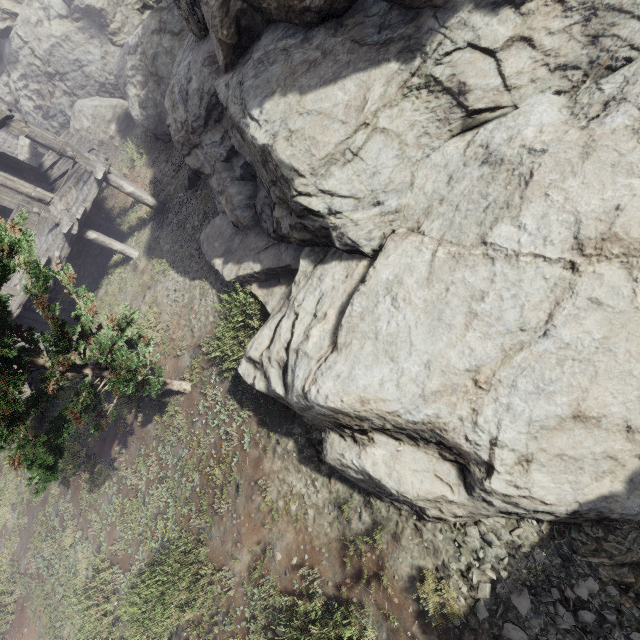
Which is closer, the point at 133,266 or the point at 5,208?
the point at 133,266

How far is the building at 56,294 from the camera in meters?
11.9 m

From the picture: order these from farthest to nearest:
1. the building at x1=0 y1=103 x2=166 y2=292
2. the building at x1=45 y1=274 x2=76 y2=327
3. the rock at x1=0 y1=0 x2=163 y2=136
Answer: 1. the rock at x1=0 y1=0 x2=163 y2=136
2. the building at x1=45 y1=274 x2=76 y2=327
3. the building at x1=0 y1=103 x2=166 y2=292

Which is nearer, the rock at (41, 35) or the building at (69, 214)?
the building at (69, 214)

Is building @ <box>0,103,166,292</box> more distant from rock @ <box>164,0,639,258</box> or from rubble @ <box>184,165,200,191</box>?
rubble @ <box>184,165,200,191</box>

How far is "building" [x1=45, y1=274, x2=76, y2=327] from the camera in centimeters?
1191cm

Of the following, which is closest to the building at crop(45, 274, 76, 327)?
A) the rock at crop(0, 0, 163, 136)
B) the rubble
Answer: the rock at crop(0, 0, 163, 136)
